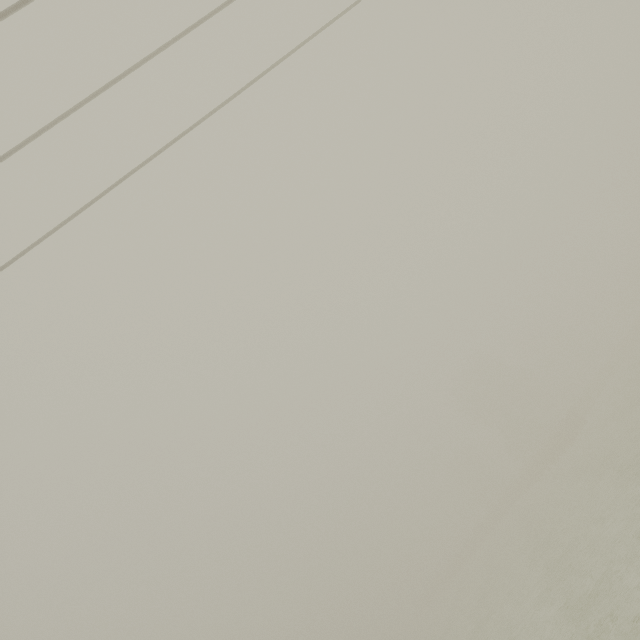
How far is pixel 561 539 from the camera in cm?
1617
